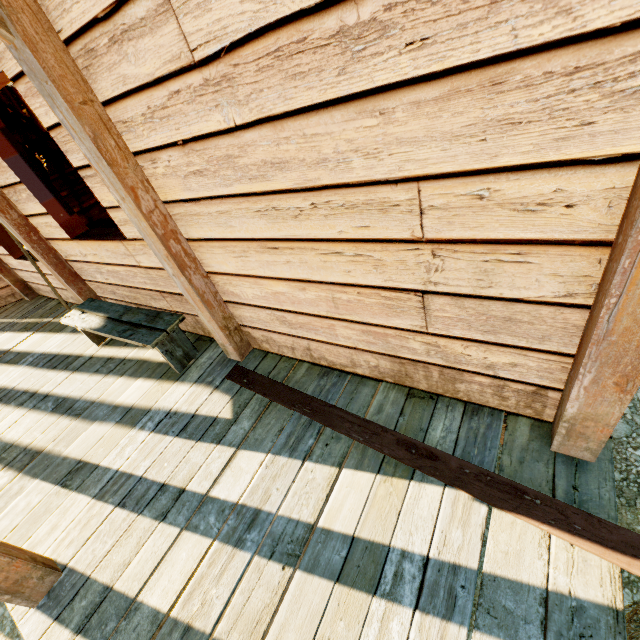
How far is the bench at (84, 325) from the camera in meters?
2.7 m

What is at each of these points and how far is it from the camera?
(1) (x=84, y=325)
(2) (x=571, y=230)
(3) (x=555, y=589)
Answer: (1) bench, 3.2 meters
(2) building, 1.1 meters
(3) building, 1.3 meters

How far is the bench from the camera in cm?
273

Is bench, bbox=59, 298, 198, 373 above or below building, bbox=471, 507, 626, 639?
above

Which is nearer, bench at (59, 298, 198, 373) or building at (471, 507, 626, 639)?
building at (471, 507, 626, 639)

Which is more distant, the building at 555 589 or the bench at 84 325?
the bench at 84 325
